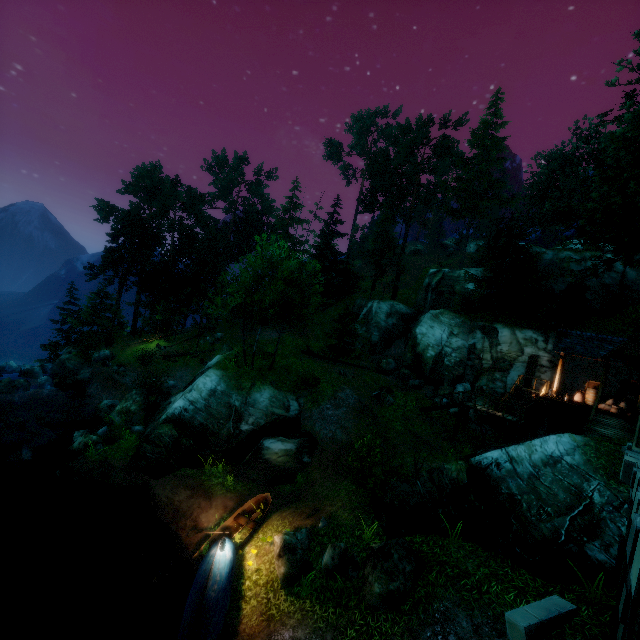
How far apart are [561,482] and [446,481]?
3.61m

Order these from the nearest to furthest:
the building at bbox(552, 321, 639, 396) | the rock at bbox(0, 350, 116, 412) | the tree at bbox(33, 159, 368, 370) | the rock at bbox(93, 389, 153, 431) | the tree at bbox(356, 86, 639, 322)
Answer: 1. the tree at bbox(356, 86, 639, 322)
2. the building at bbox(552, 321, 639, 396)
3. the rock at bbox(93, 389, 153, 431)
4. the tree at bbox(33, 159, 368, 370)
5. the rock at bbox(0, 350, 116, 412)

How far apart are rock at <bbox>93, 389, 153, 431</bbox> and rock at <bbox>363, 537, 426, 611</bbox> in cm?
1726

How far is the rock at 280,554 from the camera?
11.0 meters

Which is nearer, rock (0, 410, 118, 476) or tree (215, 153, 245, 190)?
rock (0, 410, 118, 476)

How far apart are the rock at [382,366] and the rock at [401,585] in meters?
22.1

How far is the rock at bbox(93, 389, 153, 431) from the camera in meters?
21.6 m

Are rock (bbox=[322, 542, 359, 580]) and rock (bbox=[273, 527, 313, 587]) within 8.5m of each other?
yes
